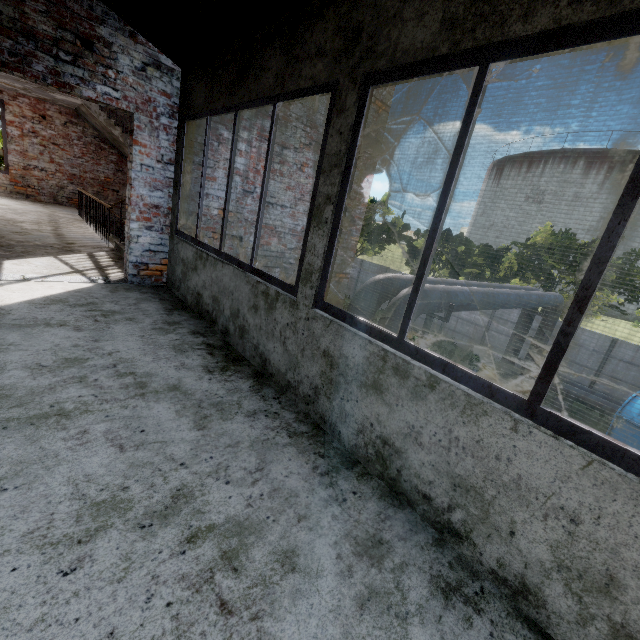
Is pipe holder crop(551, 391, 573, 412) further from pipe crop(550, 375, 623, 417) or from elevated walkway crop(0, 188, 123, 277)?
elevated walkway crop(0, 188, 123, 277)

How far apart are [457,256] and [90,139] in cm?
2606

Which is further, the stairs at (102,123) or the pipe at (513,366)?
the pipe at (513,366)

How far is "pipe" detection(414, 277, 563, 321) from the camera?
6.21m

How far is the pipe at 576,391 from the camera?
14.07m

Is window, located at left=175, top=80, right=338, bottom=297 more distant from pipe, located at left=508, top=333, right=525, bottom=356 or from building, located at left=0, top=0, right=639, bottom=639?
pipe, located at left=508, top=333, right=525, bottom=356

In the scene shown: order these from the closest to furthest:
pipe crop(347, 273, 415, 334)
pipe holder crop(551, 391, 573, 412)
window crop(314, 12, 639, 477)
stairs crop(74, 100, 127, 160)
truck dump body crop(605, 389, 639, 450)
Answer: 1. window crop(314, 12, 639, 477)
2. pipe crop(347, 273, 415, 334)
3. stairs crop(74, 100, 127, 160)
4. truck dump body crop(605, 389, 639, 450)
5. pipe holder crop(551, 391, 573, 412)

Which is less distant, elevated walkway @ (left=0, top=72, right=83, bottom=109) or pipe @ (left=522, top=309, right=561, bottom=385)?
elevated walkway @ (left=0, top=72, right=83, bottom=109)
